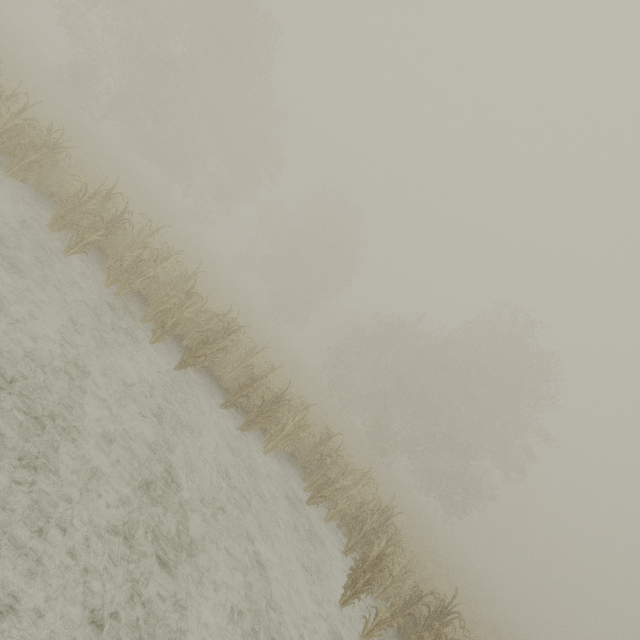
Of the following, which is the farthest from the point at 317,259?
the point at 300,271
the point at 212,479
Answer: the point at 212,479
